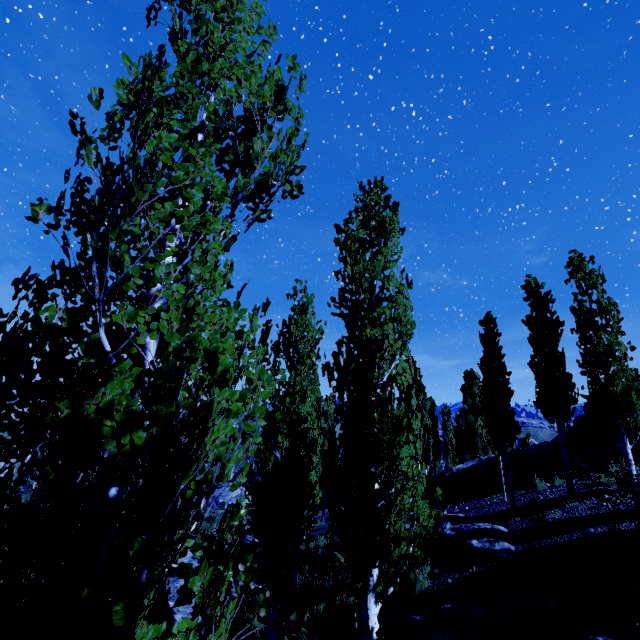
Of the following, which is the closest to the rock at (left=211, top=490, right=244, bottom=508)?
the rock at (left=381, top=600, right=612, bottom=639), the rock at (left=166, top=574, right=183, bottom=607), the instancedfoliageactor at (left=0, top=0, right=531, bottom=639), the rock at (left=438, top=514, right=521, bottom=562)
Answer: the instancedfoliageactor at (left=0, top=0, right=531, bottom=639)

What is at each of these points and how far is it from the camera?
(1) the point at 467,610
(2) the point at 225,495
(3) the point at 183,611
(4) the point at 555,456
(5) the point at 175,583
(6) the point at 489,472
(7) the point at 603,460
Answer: (1) rock, 6.0 meters
(2) rock, 58.7 meters
(3) rock, 11.3 meters
(4) rock, 14.2 meters
(5) rock, 13.2 meters
(6) rock, 16.1 meters
(7) rock, 12.5 meters

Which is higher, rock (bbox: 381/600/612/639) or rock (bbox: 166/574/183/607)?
rock (bbox: 381/600/612/639)

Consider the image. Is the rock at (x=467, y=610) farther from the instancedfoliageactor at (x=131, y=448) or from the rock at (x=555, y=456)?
the rock at (x=555, y=456)

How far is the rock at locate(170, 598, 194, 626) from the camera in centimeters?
1064cm

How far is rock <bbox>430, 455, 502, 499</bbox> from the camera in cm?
1566

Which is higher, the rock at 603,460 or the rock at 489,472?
the rock at 603,460

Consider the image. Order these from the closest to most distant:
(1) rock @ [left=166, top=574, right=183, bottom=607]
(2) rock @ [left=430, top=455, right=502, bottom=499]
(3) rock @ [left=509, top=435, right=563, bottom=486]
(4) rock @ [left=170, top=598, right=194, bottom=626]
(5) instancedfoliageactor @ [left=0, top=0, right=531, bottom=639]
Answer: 1. (5) instancedfoliageactor @ [left=0, top=0, right=531, bottom=639]
2. (4) rock @ [left=170, top=598, right=194, bottom=626]
3. (1) rock @ [left=166, top=574, right=183, bottom=607]
4. (3) rock @ [left=509, top=435, right=563, bottom=486]
5. (2) rock @ [left=430, top=455, right=502, bottom=499]
